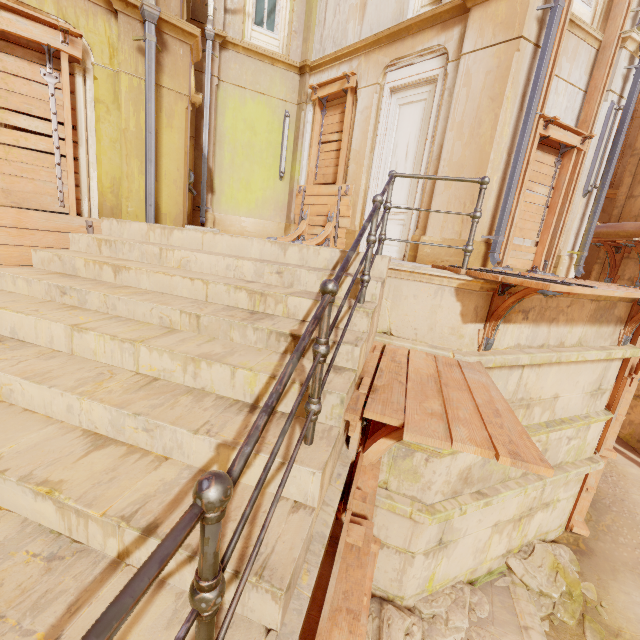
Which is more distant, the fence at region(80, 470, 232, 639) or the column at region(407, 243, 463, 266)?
the column at region(407, 243, 463, 266)

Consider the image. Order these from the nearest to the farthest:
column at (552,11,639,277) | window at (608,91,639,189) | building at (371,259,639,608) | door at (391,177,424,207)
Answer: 1. building at (371,259,639,608)
2. column at (552,11,639,277)
3. door at (391,177,424,207)
4. window at (608,91,639,189)

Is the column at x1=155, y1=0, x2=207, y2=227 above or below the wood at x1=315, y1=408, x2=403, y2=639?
above

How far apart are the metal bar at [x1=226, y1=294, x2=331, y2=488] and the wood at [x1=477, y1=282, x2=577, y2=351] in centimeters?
270cm

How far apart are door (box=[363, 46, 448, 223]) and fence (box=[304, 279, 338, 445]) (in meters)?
5.85

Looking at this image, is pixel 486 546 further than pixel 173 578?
Yes

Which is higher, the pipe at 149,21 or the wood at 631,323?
the pipe at 149,21

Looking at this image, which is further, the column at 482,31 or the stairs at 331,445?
the column at 482,31
